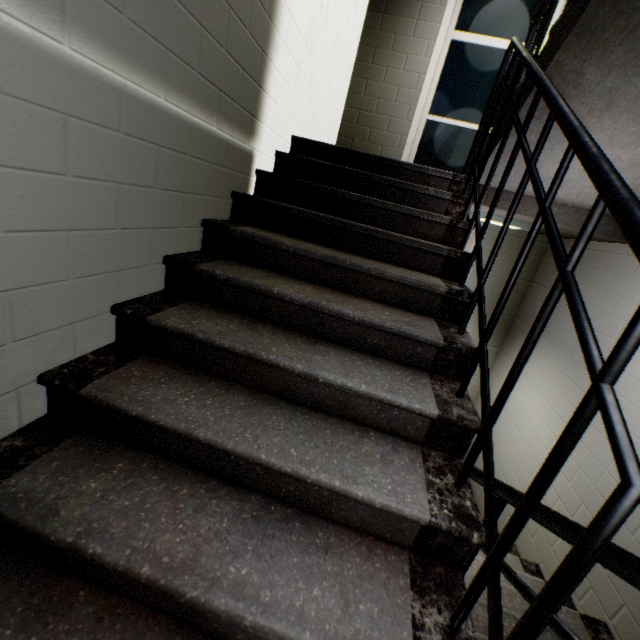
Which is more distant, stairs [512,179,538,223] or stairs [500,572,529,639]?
stairs [512,179,538,223]

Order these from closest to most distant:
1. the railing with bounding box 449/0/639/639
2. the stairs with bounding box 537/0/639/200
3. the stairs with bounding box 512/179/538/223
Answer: the railing with bounding box 449/0/639/639 → the stairs with bounding box 537/0/639/200 → the stairs with bounding box 512/179/538/223

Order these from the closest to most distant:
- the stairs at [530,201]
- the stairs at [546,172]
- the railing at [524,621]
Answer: the railing at [524,621] < the stairs at [546,172] < the stairs at [530,201]

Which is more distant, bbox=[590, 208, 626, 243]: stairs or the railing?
bbox=[590, 208, 626, 243]: stairs

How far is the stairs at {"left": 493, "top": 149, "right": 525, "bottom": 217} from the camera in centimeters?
217cm

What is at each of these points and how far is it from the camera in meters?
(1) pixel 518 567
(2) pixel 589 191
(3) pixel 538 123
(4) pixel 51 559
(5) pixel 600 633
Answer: (1) stairs, 2.6 m
(2) stairs, 2.2 m
(3) stairs, 1.9 m
(4) stairs, 0.9 m
(5) stairs, 1.9 m

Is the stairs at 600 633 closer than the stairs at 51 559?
No
